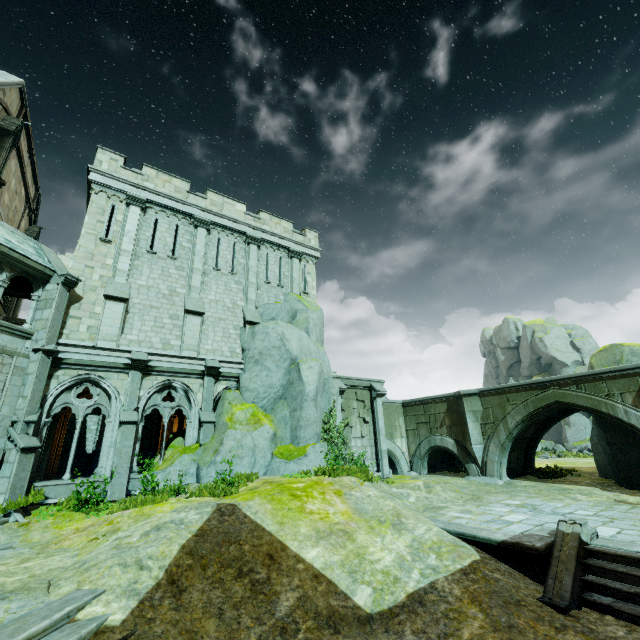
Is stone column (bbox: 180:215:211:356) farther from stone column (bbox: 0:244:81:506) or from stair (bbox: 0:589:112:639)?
stair (bbox: 0:589:112:639)

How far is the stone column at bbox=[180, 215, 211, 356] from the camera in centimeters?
1565cm

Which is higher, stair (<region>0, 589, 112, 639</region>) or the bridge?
the bridge

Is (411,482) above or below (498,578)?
above

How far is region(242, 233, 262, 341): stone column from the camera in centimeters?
1791cm

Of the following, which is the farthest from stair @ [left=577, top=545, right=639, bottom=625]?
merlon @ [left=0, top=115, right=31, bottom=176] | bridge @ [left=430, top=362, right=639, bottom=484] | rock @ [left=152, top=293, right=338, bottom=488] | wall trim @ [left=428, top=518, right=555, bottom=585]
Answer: merlon @ [left=0, top=115, right=31, bottom=176]

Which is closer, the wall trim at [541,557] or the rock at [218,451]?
the wall trim at [541,557]

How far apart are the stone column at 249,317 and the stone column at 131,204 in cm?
544
